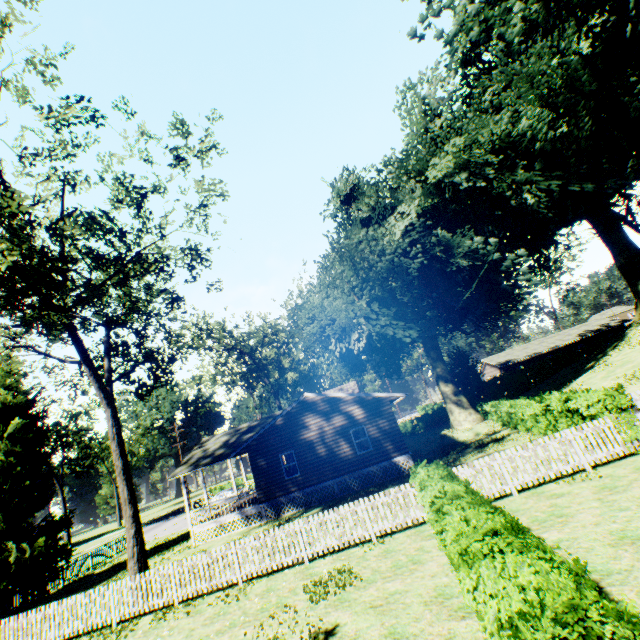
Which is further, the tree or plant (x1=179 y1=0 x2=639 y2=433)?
plant (x1=179 y1=0 x2=639 y2=433)

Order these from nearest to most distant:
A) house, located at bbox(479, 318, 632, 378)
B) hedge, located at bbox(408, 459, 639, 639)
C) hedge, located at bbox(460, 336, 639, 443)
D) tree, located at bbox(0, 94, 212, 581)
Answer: hedge, located at bbox(408, 459, 639, 639) < hedge, located at bbox(460, 336, 639, 443) < tree, located at bbox(0, 94, 212, 581) < house, located at bbox(479, 318, 632, 378)

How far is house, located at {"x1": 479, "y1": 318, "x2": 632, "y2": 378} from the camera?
51.12m

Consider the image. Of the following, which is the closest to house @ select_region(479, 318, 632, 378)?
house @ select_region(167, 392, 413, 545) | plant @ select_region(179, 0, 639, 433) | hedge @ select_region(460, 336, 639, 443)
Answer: hedge @ select_region(460, 336, 639, 443)

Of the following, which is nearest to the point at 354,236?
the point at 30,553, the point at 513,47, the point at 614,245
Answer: the point at 513,47

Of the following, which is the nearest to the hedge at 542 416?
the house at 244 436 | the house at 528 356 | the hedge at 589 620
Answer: the house at 244 436

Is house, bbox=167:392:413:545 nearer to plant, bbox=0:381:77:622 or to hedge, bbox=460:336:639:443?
plant, bbox=0:381:77:622

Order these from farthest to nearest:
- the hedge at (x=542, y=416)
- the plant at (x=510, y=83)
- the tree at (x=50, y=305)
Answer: the plant at (x=510, y=83), the tree at (x=50, y=305), the hedge at (x=542, y=416)
